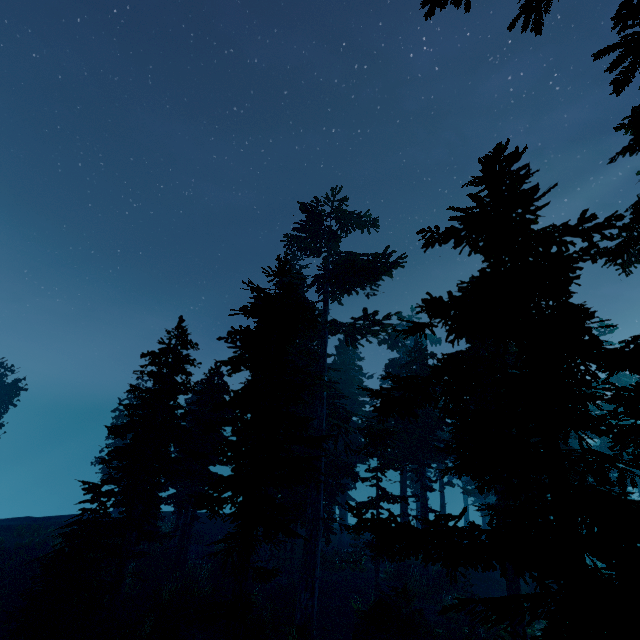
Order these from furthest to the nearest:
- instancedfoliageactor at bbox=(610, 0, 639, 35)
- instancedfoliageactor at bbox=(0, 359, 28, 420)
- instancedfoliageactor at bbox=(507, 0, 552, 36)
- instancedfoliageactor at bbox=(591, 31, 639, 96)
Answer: instancedfoliageactor at bbox=(0, 359, 28, 420)
instancedfoliageactor at bbox=(591, 31, 639, 96)
instancedfoliageactor at bbox=(610, 0, 639, 35)
instancedfoliageactor at bbox=(507, 0, 552, 36)

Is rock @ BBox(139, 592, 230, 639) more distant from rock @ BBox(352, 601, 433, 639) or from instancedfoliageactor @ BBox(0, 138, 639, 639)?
rock @ BBox(352, 601, 433, 639)

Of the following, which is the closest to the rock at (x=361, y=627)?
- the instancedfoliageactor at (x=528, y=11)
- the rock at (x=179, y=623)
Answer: the instancedfoliageactor at (x=528, y=11)

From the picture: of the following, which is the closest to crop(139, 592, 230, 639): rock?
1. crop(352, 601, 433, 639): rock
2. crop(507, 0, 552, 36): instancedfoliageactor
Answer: crop(507, 0, 552, 36): instancedfoliageactor

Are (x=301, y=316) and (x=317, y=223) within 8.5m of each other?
no

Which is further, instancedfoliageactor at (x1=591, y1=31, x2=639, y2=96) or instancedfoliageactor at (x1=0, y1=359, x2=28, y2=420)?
instancedfoliageactor at (x1=0, y1=359, x2=28, y2=420)
